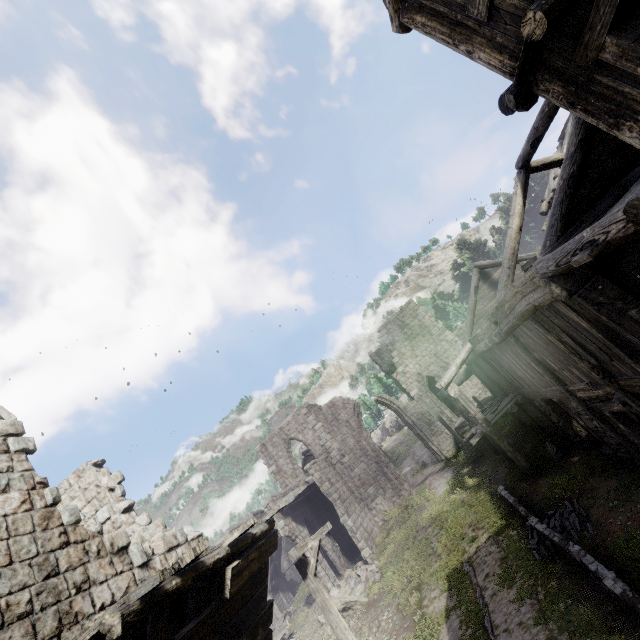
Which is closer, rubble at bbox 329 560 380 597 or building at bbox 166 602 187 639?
building at bbox 166 602 187 639

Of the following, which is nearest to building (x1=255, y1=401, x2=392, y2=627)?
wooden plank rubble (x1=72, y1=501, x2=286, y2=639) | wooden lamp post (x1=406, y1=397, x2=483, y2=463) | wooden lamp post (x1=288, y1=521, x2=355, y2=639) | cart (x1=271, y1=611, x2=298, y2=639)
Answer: wooden plank rubble (x1=72, y1=501, x2=286, y2=639)

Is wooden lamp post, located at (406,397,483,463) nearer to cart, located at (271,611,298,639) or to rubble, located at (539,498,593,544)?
rubble, located at (539,498,593,544)

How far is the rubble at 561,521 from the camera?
8.8m

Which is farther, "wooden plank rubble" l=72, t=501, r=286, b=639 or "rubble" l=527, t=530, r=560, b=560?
"rubble" l=527, t=530, r=560, b=560

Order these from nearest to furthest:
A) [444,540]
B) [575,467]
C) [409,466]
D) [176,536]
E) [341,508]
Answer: [176,536] < [575,467] < [444,540] < [341,508] < [409,466]

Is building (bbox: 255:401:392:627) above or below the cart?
above

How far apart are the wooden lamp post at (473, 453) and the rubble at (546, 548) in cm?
872
